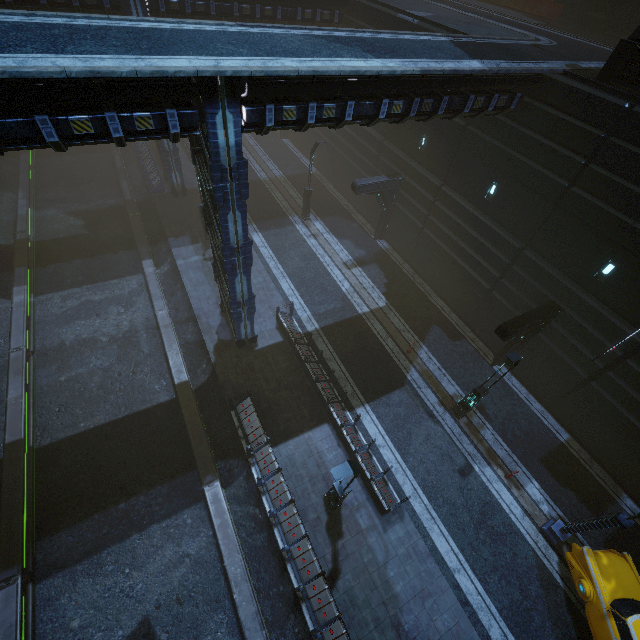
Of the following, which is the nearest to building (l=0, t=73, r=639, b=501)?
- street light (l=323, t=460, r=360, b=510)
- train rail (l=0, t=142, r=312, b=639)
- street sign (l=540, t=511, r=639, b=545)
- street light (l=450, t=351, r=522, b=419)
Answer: train rail (l=0, t=142, r=312, b=639)

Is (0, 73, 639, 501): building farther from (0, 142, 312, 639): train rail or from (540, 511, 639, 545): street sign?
(540, 511, 639, 545): street sign

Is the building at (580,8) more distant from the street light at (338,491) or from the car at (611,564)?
the car at (611,564)

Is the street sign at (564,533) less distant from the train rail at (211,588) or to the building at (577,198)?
the building at (577,198)

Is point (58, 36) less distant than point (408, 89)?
Yes

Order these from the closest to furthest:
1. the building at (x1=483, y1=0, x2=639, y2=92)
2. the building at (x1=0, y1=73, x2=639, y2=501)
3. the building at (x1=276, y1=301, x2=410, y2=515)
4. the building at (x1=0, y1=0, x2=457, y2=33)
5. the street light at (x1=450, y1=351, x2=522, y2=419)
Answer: the building at (x1=0, y1=73, x2=639, y2=501) < the building at (x1=483, y1=0, x2=639, y2=92) < the street light at (x1=450, y1=351, x2=522, y2=419) < the building at (x1=276, y1=301, x2=410, y2=515) < the building at (x1=0, y1=0, x2=457, y2=33)

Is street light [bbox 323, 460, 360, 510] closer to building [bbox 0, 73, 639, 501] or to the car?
building [bbox 0, 73, 639, 501]

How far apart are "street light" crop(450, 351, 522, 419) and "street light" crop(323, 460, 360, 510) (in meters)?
6.67
